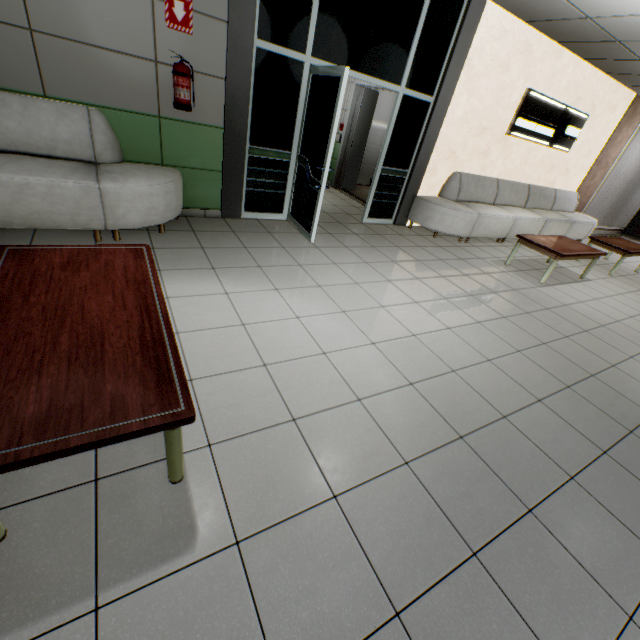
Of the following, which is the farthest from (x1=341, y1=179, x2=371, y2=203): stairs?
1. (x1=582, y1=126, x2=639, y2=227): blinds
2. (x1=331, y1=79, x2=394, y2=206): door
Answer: (x1=582, y1=126, x2=639, y2=227): blinds

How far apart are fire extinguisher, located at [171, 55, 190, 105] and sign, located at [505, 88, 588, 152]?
5.74m

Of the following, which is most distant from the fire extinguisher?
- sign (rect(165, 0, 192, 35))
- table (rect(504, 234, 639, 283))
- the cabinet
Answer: the cabinet

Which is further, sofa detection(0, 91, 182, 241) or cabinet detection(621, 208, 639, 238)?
cabinet detection(621, 208, 639, 238)

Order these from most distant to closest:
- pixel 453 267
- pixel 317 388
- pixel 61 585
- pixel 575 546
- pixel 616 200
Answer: pixel 616 200 < pixel 453 267 < pixel 317 388 < pixel 575 546 < pixel 61 585

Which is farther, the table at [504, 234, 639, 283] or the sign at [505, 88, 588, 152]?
the sign at [505, 88, 588, 152]

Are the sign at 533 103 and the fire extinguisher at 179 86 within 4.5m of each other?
no

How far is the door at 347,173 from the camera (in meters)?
6.81
